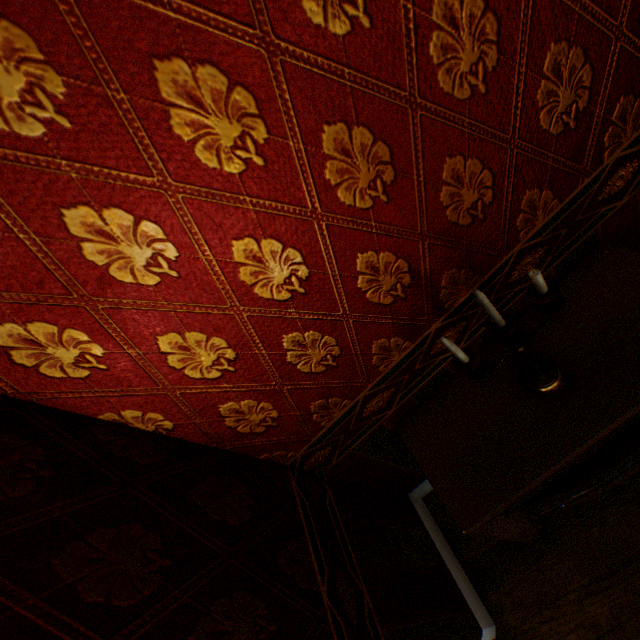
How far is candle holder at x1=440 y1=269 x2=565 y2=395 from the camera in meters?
0.9

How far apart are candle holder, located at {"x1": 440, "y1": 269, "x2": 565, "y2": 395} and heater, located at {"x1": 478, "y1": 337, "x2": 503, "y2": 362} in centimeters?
2cm

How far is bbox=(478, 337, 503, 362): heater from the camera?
1.4 meters

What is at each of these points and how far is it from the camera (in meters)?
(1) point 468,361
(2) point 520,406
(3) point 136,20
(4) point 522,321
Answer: (1) candle holder, 1.00
(2) heater, 1.25
(3) building, 0.57
(4) heater, 1.39

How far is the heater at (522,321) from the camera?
1.4m

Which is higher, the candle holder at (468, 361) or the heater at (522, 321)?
the candle holder at (468, 361)
